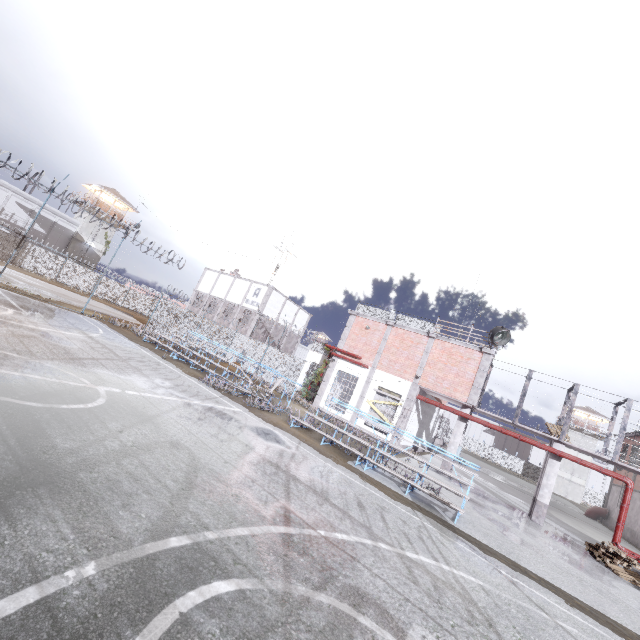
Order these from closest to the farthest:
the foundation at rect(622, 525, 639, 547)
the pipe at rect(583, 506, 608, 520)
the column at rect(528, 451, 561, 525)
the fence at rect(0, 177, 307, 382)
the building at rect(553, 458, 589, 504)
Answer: the column at rect(528, 451, 561, 525), the fence at rect(0, 177, 307, 382), the foundation at rect(622, 525, 639, 547), the pipe at rect(583, 506, 608, 520), the building at rect(553, 458, 589, 504)

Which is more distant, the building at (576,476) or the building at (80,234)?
the building at (576,476)

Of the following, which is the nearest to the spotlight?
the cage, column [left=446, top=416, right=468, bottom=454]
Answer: the cage

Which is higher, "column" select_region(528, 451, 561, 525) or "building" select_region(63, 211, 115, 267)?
"building" select_region(63, 211, 115, 267)

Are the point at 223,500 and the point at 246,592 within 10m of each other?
yes

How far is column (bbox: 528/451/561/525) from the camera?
15.3m

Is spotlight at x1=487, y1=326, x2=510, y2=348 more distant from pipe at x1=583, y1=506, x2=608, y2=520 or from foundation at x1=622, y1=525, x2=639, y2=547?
pipe at x1=583, y1=506, x2=608, y2=520

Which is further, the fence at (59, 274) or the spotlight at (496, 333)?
the fence at (59, 274)
